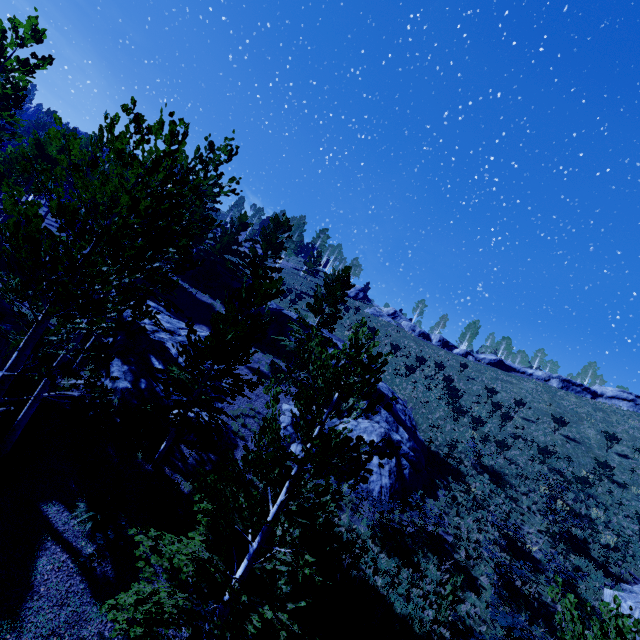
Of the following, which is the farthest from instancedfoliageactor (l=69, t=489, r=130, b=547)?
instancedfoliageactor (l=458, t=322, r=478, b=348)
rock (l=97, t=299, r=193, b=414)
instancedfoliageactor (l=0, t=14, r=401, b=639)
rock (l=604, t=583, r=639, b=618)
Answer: instancedfoliageactor (l=458, t=322, r=478, b=348)

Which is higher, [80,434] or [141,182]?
[141,182]

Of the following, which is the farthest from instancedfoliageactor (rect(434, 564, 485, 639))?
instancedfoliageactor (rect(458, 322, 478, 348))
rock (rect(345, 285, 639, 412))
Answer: instancedfoliageactor (rect(458, 322, 478, 348))

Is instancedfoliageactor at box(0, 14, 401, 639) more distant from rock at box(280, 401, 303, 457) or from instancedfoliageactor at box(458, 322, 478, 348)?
instancedfoliageactor at box(458, 322, 478, 348)

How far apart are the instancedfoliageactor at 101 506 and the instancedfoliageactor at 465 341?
56.3 meters

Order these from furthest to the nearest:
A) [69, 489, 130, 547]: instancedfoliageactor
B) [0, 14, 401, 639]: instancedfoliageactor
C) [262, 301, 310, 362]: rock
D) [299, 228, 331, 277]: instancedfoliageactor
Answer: [299, 228, 331, 277]: instancedfoliageactor → [262, 301, 310, 362]: rock → [69, 489, 130, 547]: instancedfoliageactor → [0, 14, 401, 639]: instancedfoliageactor

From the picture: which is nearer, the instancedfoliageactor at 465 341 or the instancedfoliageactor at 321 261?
the instancedfoliageactor at 321 261

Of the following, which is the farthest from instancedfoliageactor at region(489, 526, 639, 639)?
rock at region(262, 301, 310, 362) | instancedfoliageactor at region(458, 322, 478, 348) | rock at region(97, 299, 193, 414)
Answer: instancedfoliageactor at region(458, 322, 478, 348)
